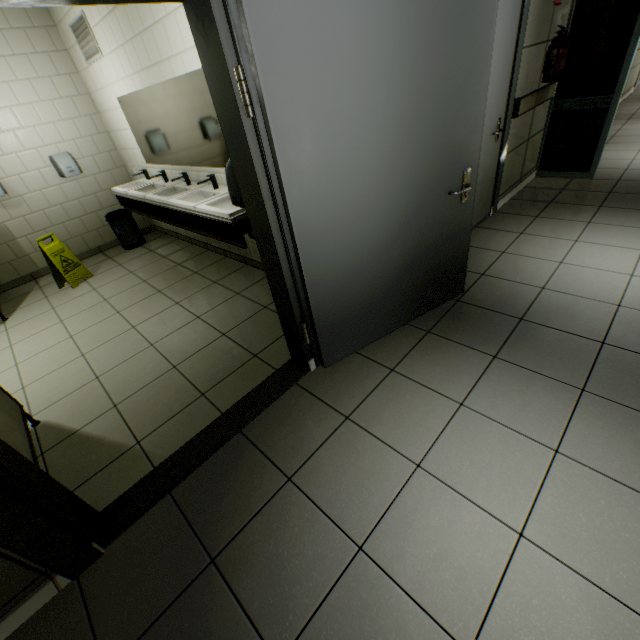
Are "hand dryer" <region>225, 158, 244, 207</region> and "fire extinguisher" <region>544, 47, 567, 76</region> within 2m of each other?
no

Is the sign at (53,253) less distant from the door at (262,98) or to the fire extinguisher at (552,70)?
the door at (262,98)

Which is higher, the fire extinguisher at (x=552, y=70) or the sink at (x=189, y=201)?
the fire extinguisher at (x=552, y=70)

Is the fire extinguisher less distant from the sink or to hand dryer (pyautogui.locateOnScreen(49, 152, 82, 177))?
the sink

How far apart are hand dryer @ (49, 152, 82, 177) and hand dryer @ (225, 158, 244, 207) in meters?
4.3 m

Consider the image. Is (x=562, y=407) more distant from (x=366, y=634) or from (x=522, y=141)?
(x=522, y=141)

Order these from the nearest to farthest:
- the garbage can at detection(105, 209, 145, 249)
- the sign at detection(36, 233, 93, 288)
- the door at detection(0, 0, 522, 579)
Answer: the door at detection(0, 0, 522, 579) < the sign at detection(36, 233, 93, 288) < the garbage can at detection(105, 209, 145, 249)

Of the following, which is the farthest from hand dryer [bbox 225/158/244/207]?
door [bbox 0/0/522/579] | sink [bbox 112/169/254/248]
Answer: sink [bbox 112/169/254/248]
